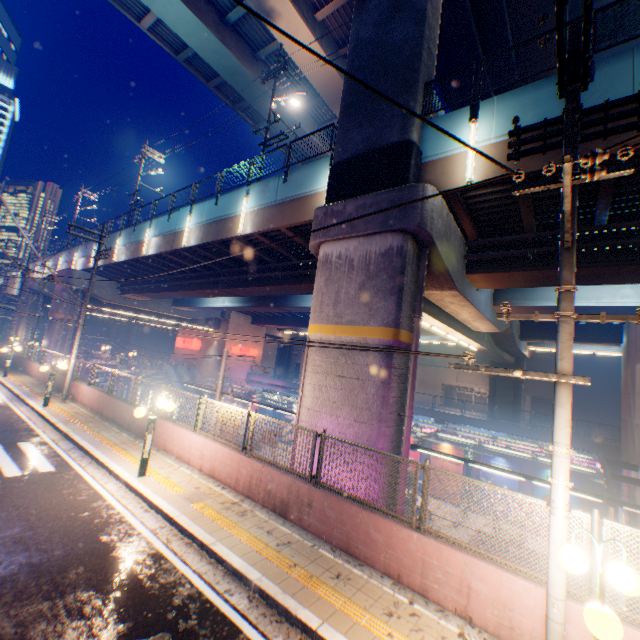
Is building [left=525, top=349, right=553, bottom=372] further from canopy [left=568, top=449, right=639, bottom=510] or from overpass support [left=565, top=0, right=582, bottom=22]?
canopy [left=568, top=449, right=639, bottom=510]

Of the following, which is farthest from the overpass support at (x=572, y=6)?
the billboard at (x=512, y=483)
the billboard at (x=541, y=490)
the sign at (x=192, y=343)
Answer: the billboard at (x=541, y=490)

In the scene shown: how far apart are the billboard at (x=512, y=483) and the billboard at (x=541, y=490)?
0.83m

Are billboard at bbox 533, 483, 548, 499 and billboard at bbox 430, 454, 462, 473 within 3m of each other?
no

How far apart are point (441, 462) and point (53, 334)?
35.65m

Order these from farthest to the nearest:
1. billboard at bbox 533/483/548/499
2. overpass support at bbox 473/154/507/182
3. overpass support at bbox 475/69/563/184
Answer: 1. billboard at bbox 533/483/548/499
2. overpass support at bbox 473/154/507/182
3. overpass support at bbox 475/69/563/184

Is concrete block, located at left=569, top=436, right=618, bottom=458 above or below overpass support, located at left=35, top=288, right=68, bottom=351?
below

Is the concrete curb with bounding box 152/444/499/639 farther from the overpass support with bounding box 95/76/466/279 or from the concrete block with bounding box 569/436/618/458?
the concrete block with bounding box 569/436/618/458
